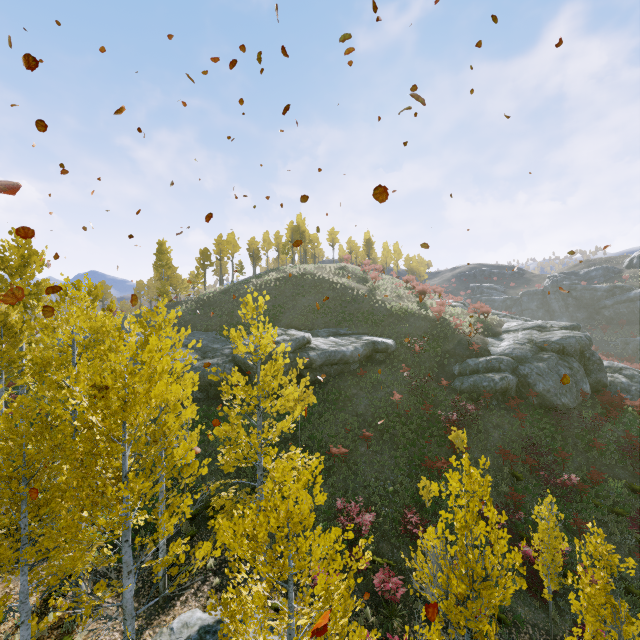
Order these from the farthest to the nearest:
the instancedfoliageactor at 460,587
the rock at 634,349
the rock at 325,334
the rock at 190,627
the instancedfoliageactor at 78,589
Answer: the rock at 634,349
the rock at 325,334
the rock at 190,627
the instancedfoliageactor at 78,589
the instancedfoliageactor at 460,587

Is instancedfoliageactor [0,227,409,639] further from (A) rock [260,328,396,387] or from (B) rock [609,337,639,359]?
(B) rock [609,337,639,359]

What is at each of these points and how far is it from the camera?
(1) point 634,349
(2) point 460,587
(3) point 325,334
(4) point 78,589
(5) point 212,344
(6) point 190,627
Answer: (1) rock, 45.38m
(2) instancedfoliageactor, 4.88m
(3) rock, 28.97m
(4) instancedfoliageactor, 5.27m
(5) rock, 27.36m
(6) rock, 10.03m

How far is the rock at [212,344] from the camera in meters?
22.4

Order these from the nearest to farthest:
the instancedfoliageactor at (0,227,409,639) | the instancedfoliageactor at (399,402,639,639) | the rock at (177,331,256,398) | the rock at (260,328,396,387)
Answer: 1. the instancedfoliageactor at (399,402,639,639)
2. the instancedfoliageactor at (0,227,409,639)
3. the rock at (177,331,256,398)
4. the rock at (260,328,396,387)

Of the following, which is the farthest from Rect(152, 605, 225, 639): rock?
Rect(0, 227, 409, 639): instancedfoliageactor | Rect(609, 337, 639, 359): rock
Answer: Rect(609, 337, 639, 359): rock

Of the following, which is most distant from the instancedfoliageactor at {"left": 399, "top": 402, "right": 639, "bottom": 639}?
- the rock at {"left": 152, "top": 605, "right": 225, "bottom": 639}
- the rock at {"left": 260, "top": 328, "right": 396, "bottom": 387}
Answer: the rock at {"left": 260, "top": 328, "right": 396, "bottom": 387}
